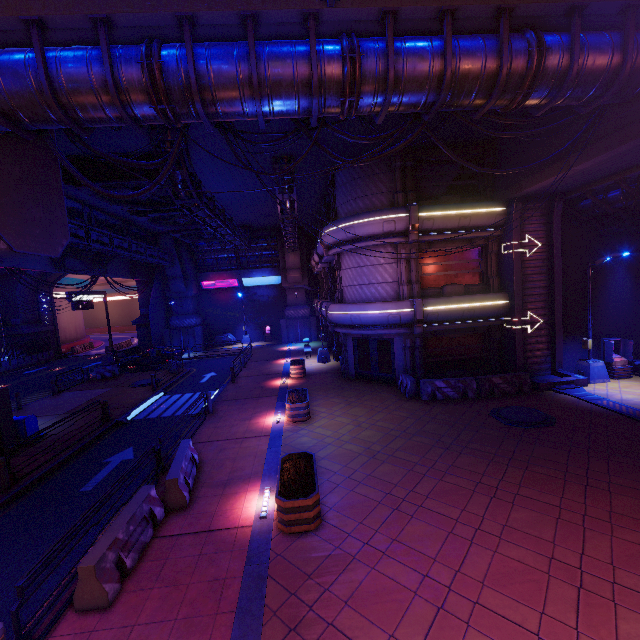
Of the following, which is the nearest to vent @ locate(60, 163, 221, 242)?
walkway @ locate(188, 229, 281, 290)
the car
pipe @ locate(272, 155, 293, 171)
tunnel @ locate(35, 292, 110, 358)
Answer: pipe @ locate(272, 155, 293, 171)

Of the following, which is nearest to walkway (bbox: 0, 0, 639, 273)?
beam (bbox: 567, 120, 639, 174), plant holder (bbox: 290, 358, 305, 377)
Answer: beam (bbox: 567, 120, 639, 174)

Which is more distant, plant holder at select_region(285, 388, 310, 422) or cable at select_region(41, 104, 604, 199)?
plant holder at select_region(285, 388, 310, 422)

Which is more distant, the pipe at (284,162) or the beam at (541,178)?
the pipe at (284,162)

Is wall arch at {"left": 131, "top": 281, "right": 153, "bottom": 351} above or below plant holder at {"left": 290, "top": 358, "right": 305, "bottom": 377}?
above

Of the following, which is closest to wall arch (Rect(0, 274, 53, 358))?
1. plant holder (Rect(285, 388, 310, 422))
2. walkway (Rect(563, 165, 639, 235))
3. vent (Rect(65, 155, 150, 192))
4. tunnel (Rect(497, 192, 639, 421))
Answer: vent (Rect(65, 155, 150, 192))

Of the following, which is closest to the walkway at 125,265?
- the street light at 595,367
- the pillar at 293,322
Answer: the street light at 595,367

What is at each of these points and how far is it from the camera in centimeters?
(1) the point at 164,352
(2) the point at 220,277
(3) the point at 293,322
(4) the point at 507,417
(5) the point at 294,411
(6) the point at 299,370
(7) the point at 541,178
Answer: (1) car, 2873cm
(2) walkway, 3769cm
(3) pillar, 3603cm
(4) manhole, 1232cm
(5) plant holder, 1361cm
(6) plant holder, 2088cm
(7) beam, 1326cm
